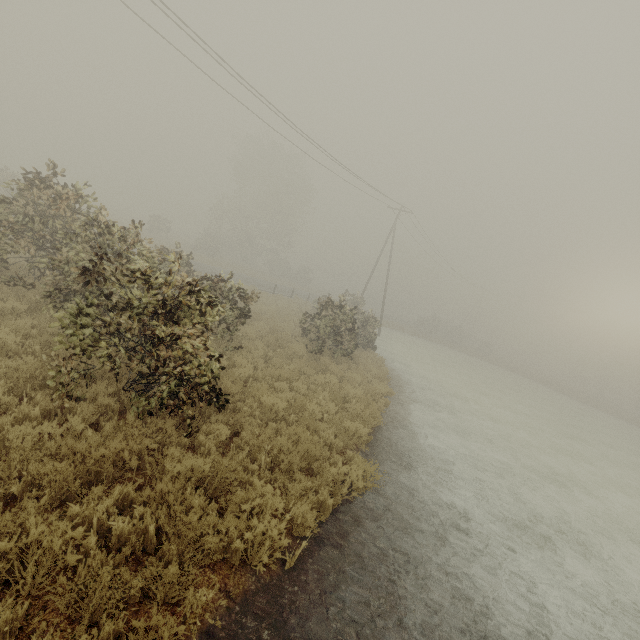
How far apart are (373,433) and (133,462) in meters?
6.6 m
